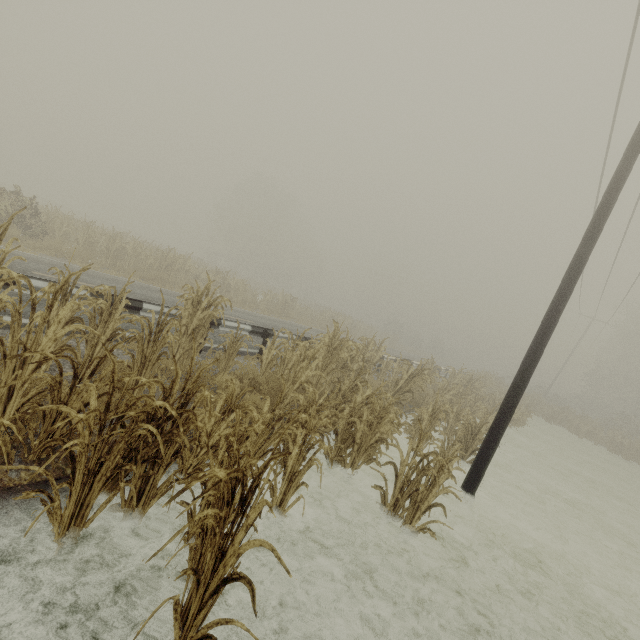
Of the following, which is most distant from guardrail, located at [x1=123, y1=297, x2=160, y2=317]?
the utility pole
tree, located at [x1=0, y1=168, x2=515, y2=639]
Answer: the utility pole

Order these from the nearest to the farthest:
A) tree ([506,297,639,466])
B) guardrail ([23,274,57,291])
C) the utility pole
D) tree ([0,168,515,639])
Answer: tree ([0,168,515,639]), guardrail ([23,274,57,291]), the utility pole, tree ([506,297,639,466])

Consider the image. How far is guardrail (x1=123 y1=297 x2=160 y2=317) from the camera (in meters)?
6.60

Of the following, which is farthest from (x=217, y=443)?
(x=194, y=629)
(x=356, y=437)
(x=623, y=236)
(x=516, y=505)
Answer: (x=623, y=236)

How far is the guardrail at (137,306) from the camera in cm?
660

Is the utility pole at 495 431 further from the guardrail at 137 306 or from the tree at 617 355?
the guardrail at 137 306

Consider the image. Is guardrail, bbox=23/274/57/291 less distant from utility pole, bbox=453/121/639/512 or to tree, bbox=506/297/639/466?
tree, bbox=506/297/639/466
